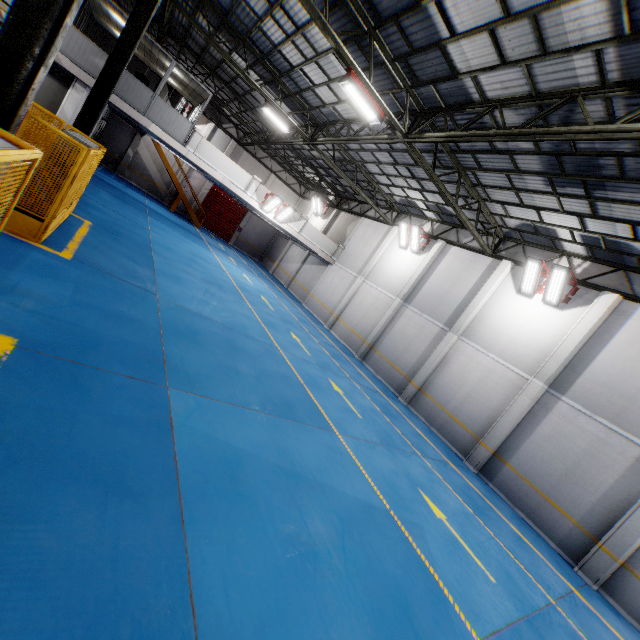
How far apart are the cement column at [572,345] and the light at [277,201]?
15.5 meters

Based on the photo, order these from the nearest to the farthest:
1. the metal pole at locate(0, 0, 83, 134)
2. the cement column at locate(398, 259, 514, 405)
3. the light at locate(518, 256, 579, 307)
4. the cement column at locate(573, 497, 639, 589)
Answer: the metal pole at locate(0, 0, 83, 134), the cement column at locate(573, 497, 639, 589), the light at locate(518, 256, 579, 307), the cement column at locate(398, 259, 514, 405)

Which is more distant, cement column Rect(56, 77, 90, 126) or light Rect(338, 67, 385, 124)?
cement column Rect(56, 77, 90, 126)

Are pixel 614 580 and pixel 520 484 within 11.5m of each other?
yes

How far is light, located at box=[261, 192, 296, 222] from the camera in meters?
19.3

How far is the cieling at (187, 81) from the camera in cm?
1633

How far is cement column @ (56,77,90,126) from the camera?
14.34m

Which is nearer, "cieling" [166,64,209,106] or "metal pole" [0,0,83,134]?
"metal pole" [0,0,83,134]
